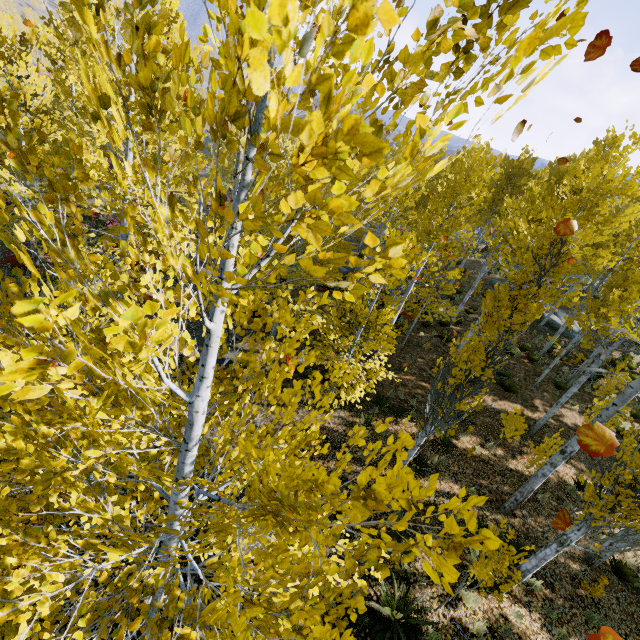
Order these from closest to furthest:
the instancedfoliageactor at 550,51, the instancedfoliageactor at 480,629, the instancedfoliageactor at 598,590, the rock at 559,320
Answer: the instancedfoliageactor at 550,51
the instancedfoliageactor at 480,629
the instancedfoliageactor at 598,590
the rock at 559,320

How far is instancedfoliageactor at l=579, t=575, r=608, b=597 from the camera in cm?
776

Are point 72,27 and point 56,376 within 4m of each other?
yes

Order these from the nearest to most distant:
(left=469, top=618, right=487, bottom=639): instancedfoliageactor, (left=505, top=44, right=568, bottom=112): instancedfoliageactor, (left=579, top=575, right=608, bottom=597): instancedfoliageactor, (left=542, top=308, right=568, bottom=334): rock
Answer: (left=505, top=44, right=568, bottom=112): instancedfoliageactor → (left=469, top=618, right=487, bottom=639): instancedfoliageactor → (left=579, top=575, right=608, bottom=597): instancedfoliageactor → (left=542, top=308, right=568, bottom=334): rock

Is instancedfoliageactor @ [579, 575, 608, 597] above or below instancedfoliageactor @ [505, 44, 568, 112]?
below

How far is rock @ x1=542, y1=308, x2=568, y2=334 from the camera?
22.2m

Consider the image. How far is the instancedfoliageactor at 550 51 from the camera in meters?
0.9
